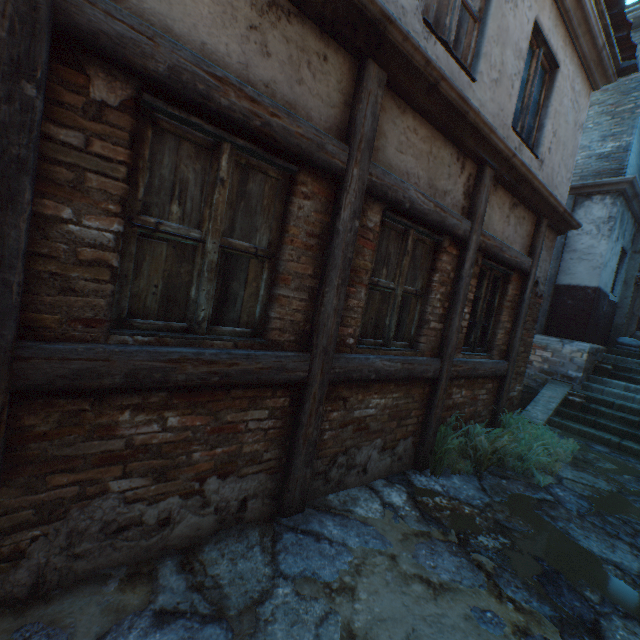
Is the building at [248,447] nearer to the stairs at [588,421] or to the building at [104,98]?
the building at [104,98]

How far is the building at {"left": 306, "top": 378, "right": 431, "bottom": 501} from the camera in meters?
3.0 m

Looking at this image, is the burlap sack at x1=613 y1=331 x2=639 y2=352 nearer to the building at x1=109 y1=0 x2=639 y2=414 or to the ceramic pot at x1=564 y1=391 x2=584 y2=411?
the building at x1=109 y1=0 x2=639 y2=414

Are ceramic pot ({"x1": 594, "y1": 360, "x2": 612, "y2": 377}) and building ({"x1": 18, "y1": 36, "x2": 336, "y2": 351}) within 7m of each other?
no

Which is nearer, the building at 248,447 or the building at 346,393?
the building at 248,447

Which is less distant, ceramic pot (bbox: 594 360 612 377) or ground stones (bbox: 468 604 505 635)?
ground stones (bbox: 468 604 505 635)

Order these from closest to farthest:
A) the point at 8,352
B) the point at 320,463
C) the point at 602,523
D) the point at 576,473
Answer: the point at 8,352 → the point at 320,463 → the point at 602,523 → the point at 576,473

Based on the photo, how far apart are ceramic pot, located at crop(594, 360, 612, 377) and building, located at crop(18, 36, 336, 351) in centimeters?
917cm
